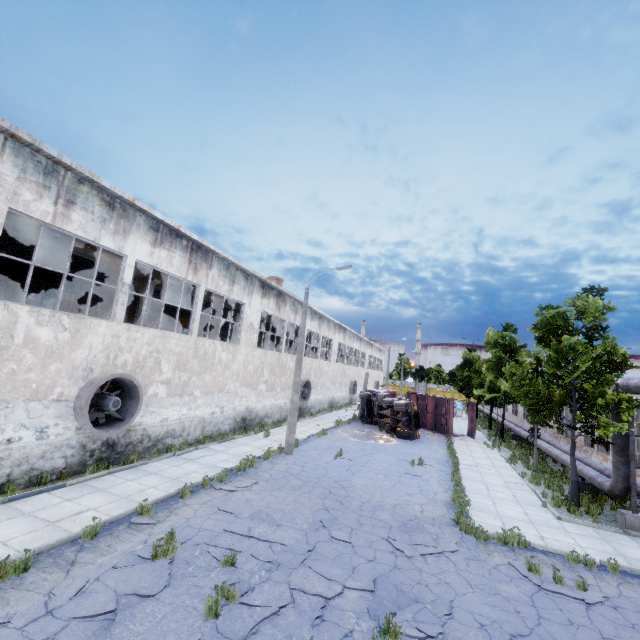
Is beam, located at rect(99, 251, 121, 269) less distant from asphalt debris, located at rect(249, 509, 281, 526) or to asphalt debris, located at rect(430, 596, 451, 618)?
asphalt debris, located at rect(249, 509, 281, 526)

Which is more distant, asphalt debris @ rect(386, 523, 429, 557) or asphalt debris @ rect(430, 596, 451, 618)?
asphalt debris @ rect(386, 523, 429, 557)

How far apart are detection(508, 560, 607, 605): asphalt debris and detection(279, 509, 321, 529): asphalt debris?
4.0 meters

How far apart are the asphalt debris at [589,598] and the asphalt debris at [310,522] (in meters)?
4.05

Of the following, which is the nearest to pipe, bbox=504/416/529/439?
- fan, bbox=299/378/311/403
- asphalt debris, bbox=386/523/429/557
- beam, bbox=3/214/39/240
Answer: fan, bbox=299/378/311/403

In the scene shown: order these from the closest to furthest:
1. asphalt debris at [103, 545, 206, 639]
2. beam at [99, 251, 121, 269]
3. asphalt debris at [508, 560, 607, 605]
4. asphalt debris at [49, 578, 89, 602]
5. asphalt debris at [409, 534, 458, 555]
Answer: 1. asphalt debris at [103, 545, 206, 639]
2. asphalt debris at [49, 578, 89, 602]
3. asphalt debris at [508, 560, 607, 605]
4. asphalt debris at [409, 534, 458, 555]
5. beam at [99, 251, 121, 269]

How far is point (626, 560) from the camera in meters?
9.2 m

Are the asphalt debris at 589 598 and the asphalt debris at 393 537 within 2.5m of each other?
yes
